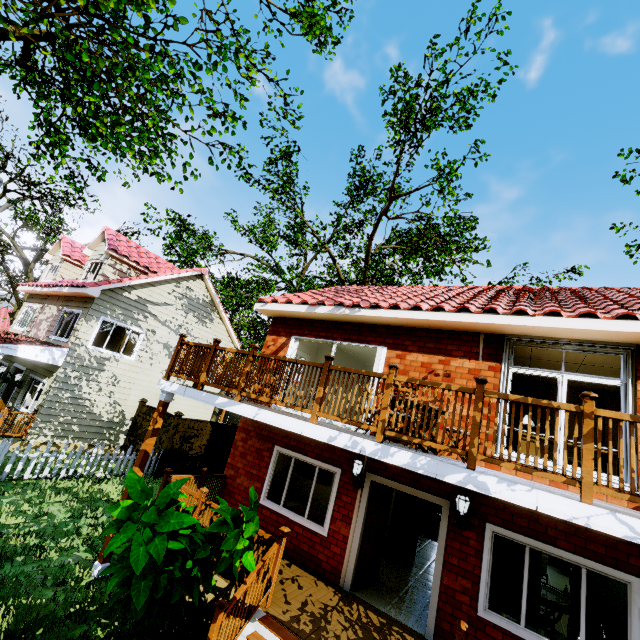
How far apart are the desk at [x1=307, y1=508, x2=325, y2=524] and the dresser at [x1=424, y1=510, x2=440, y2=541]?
5.45m

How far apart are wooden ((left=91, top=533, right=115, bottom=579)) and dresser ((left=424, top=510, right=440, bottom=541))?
9.9m

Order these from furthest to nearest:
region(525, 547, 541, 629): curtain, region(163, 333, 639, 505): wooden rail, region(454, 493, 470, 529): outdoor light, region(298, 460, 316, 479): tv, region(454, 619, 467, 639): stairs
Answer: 1. region(298, 460, 316, 479): tv
2. region(454, 493, 470, 529): outdoor light
3. region(525, 547, 541, 629): curtain
4. region(454, 619, 467, 639): stairs
5. region(163, 333, 639, 505): wooden rail

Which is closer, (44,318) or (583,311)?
(583,311)

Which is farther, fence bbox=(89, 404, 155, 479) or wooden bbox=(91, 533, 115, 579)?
fence bbox=(89, 404, 155, 479)

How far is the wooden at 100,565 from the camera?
6.1m

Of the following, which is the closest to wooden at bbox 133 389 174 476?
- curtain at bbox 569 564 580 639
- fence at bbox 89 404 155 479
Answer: fence at bbox 89 404 155 479

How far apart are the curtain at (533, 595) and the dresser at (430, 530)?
6.51m
